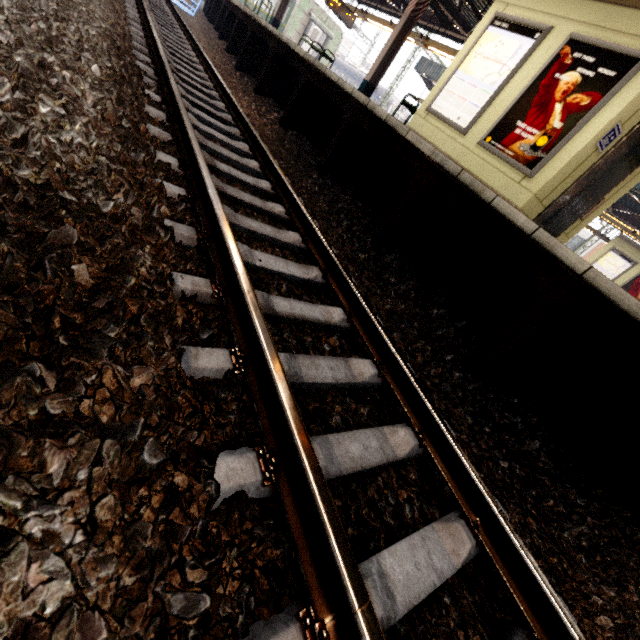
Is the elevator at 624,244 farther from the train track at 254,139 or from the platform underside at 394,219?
the train track at 254,139

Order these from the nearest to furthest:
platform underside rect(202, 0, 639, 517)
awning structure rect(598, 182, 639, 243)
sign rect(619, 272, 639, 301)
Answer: platform underside rect(202, 0, 639, 517) < awning structure rect(598, 182, 639, 243) < sign rect(619, 272, 639, 301)

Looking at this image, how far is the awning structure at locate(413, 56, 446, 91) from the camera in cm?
2053

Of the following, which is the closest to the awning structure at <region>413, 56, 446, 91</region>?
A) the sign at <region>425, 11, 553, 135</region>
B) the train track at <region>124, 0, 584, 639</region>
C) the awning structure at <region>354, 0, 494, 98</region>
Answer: the awning structure at <region>354, 0, 494, 98</region>

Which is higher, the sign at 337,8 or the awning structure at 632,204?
the awning structure at 632,204

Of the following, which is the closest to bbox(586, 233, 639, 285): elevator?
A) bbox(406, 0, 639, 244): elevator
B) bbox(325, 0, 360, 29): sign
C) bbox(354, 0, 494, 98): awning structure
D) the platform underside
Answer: bbox(354, 0, 494, 98): awning structure

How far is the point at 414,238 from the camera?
4.3m

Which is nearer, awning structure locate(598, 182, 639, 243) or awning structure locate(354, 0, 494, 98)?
awning structure locate(354, 0, 494, 98)
